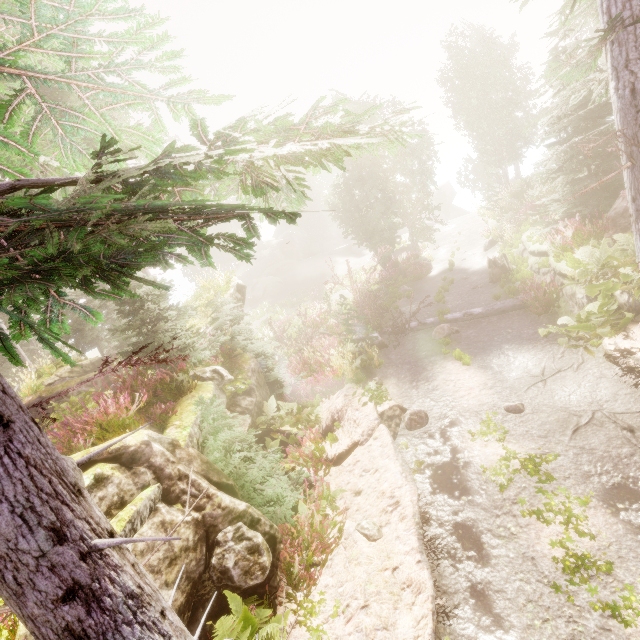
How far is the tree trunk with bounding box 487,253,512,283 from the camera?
15.2m

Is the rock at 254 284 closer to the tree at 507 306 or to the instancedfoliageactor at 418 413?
the instancedfoliageactor at 418 413

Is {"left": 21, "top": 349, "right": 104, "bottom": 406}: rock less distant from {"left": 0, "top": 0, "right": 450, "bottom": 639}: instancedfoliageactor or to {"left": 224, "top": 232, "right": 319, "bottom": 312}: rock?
{"left": 0, "top": 0, "right": 450, "bottom": 639}: instancedfoliageactor

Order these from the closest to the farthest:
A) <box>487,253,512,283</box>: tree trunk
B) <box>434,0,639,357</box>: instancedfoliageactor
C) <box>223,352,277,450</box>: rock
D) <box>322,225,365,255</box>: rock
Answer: <box>434,0,639,357</box>: instancedfoliageactor < <box>223,352,277,450</box>: rock < <box>487,253,512,283</box>: tree trunk < <box>322,225,365,255</box>: rock

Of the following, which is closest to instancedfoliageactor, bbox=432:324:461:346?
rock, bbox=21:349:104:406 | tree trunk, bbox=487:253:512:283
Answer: rock, bbox=21:349:104:406

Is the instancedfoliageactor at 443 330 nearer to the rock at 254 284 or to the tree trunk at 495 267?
the rock at 254 284

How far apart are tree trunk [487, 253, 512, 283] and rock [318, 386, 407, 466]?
9.2m

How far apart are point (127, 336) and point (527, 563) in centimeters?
888cm
